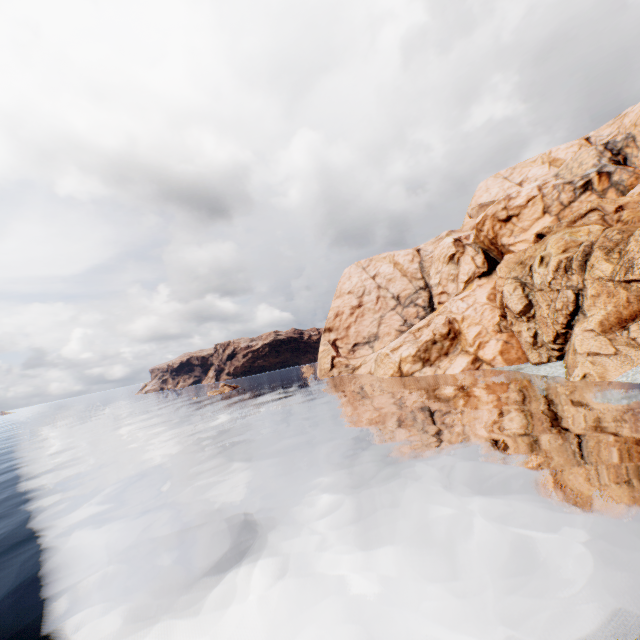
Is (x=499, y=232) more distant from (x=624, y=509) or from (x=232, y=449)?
(x=232, y=449)
